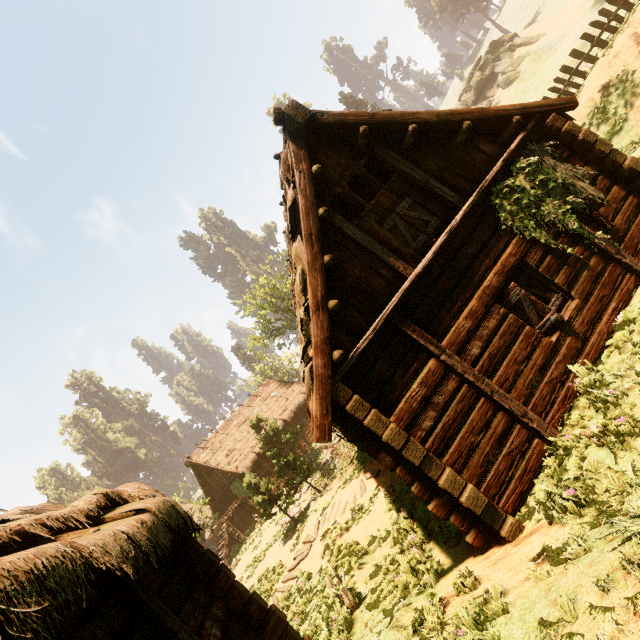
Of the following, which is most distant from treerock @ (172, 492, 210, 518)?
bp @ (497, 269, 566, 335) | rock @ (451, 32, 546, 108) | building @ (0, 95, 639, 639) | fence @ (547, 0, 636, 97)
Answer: bp @ (497, 269, 566, 335)

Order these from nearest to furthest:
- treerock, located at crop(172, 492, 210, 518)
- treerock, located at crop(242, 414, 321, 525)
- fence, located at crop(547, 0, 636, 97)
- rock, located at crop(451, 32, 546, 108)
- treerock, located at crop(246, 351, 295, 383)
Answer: fence, located at crop(547, 0, 636, 97)
treerock, located at crop(242, 414, 321, 525)
treerock, located at crop(172, 492, 210, 518)
rock, located at crop(451, 32, 546, 108)
treerock, located at crop(246, 351, 295, 383)

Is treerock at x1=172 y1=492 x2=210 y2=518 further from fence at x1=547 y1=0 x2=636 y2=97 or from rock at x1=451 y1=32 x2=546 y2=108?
rock at x1=451 y1=32 x2=546 y2=108

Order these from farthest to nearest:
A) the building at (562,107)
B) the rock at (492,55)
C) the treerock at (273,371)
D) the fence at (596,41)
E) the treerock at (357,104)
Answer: the treerock at (357,104)
the treerock at (273,371)
the rock at (492,55)
the fence at (596,41)
the building at (562,107)

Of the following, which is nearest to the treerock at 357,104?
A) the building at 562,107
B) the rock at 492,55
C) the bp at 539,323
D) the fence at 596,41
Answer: the building at 562,107

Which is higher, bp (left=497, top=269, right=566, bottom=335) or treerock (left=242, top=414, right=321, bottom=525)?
treerock (left=242, top=414, right=321, bottom=525)

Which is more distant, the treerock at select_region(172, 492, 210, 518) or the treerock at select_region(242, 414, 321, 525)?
the treerock at select_region(172, 492, 210, 518)

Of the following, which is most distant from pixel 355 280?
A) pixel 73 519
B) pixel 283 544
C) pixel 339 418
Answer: pixel 283 544
